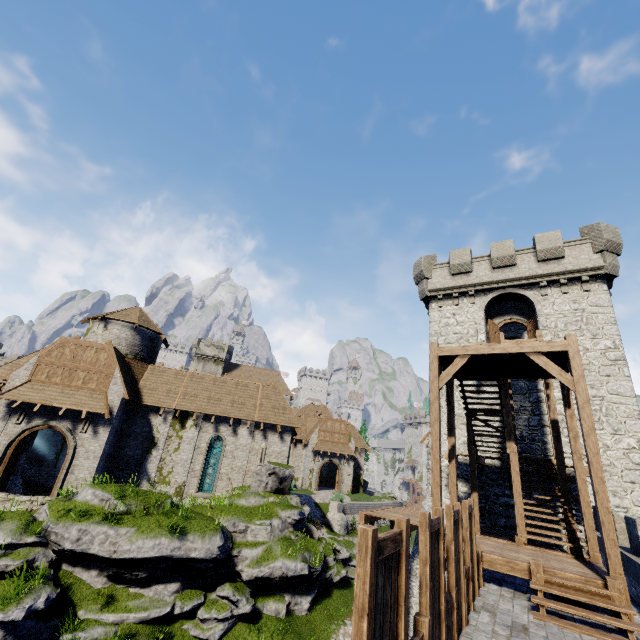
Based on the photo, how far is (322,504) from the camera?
34.53m

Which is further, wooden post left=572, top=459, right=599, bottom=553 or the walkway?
the walkway

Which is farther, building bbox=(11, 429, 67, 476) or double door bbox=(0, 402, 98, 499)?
building bbox=(11, 429, 67, 476)

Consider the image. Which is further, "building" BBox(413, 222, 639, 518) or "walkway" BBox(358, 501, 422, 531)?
"walkway" BBox(358, 501, 422, 531)

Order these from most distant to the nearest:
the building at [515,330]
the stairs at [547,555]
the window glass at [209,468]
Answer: the building at [515,330] < the window glass at [209,468] < the stairs at [547,555]

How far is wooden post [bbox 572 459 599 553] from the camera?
9.6 meters

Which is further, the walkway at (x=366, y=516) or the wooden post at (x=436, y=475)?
the walkway at (x=366, y=516)

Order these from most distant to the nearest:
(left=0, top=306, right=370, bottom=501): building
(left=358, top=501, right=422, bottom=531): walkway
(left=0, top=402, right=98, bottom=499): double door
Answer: (left=0, top=306, right=370, bottom=501): building, (left=0, top=402, right=98, bottom=499): double door, (left=358, top=501, right=422, bottom=531): walkway
